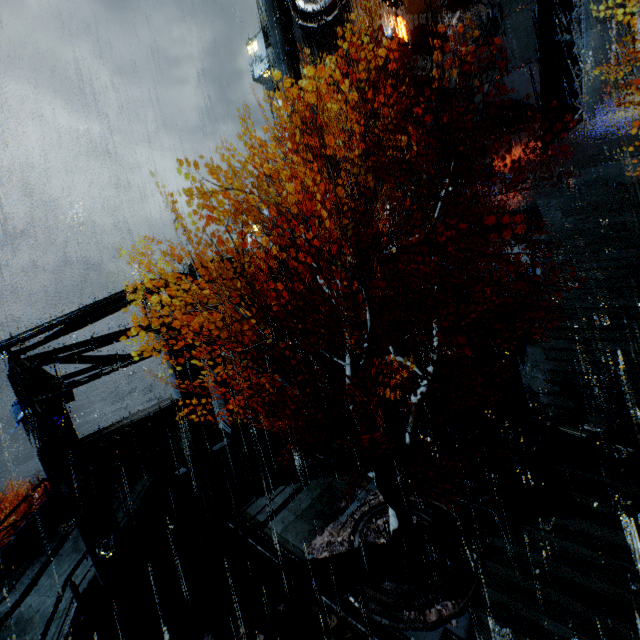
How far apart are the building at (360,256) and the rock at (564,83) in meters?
18.9

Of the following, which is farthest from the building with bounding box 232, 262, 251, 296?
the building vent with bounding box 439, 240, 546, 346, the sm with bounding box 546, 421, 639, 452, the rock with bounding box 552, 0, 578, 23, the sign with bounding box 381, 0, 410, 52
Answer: the rock with bounding box 552, 0, 578, 23

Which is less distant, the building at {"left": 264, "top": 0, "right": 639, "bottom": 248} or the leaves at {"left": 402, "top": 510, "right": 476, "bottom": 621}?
the leaves at {"left": 402, "top": 510, "right": 476, "bottom": 621}

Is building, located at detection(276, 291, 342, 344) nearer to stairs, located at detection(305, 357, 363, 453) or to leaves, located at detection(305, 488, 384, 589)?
stairs, located at detection(305, 357, 363, 453)

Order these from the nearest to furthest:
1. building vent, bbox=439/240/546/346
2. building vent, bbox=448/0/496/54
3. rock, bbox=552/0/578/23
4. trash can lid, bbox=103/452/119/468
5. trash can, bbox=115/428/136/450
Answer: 1. trash can lid, bbox=103/452/119/468
2. trash can, bbox=115/428/136/450
3. building vent, bbox=439/240/546/346
4. building vent, bbox=448/0/496/54
5. rock, bbox=552/0/578/23

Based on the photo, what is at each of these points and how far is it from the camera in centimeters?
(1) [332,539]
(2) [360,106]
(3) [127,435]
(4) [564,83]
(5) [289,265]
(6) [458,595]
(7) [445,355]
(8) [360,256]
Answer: (1) leaves, 1126cm
(2) building, 2820cm
(3) trash can, 1677cm
(4) rock, 2655cm
(5) building, 1905cm
(6) leaves, 889cm
(7) stairs, 2380cm
(8) building, 2441cm

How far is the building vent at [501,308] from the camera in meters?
17.5 m

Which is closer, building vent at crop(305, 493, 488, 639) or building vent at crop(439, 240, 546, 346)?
building vent at crop(305, 493, 488, 639)
